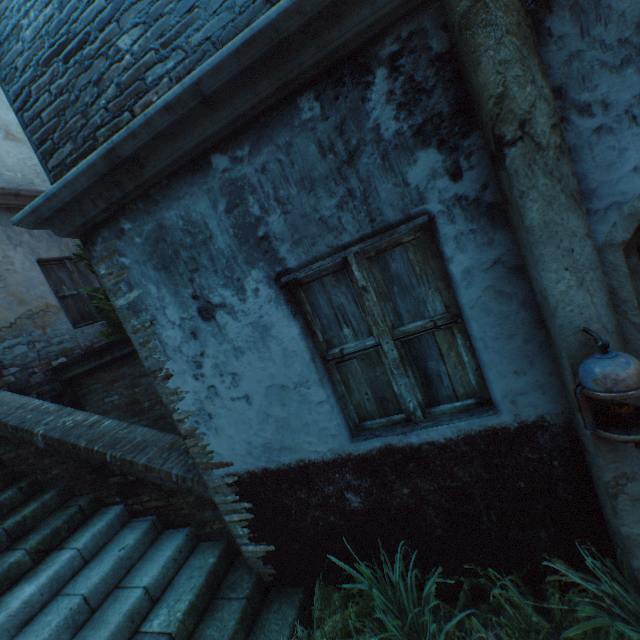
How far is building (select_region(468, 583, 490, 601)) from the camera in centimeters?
237cm

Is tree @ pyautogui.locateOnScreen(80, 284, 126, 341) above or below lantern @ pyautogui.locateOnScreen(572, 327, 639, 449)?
above

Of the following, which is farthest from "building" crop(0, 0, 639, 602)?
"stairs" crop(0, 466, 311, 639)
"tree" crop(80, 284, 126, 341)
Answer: "tree" crop(80, 284, 126, 341)

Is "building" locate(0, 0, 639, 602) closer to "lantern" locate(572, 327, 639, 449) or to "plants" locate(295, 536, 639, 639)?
"plants" locate(295, 536, 639, 639)

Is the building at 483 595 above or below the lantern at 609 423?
below

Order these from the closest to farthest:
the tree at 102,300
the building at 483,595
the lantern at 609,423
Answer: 1. the lantern at 609,423
2. the building at 483,595
3. the tree at 102,300

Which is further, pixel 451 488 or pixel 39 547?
pixel 39 547

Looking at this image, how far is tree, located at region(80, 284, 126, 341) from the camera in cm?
531
